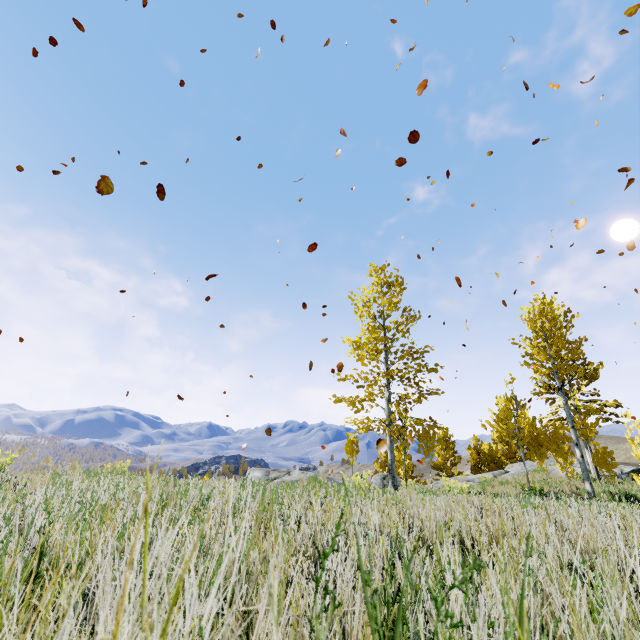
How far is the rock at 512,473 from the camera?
9.17m

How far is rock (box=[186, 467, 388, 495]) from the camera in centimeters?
298cm

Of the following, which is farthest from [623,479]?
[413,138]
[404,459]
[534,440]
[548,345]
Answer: [413,138]

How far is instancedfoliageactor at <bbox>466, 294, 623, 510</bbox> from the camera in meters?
Answer: 11.0

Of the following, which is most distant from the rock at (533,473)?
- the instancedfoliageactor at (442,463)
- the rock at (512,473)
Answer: the rock at (512,473)

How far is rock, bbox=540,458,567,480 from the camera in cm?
1708

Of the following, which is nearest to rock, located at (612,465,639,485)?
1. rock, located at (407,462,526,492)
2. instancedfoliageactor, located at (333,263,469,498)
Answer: instancedfoliageactor, located at (333,263,469,498)
